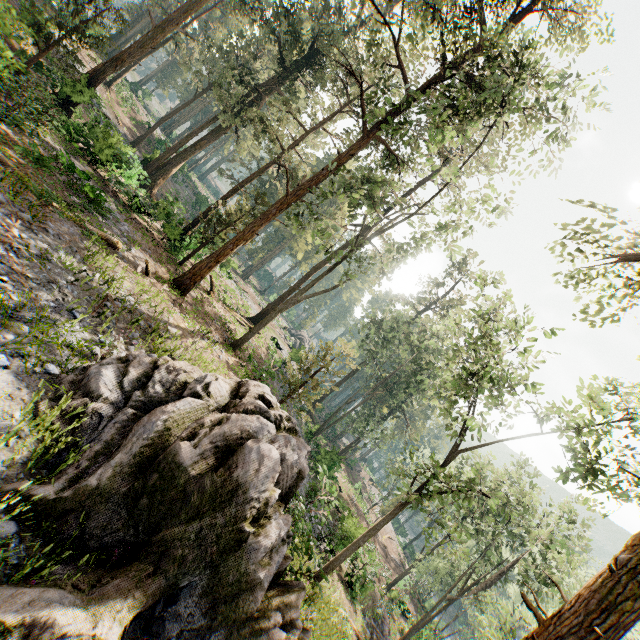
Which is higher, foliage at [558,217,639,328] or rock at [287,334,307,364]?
Answer: foliage at [558,217,639,328]

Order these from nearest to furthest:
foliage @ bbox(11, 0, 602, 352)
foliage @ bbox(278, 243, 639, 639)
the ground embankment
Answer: foliage @ bbox(278, 243, 639, 639) < foliage @ bbox(11, 0, 602, 352) < the ground embankment

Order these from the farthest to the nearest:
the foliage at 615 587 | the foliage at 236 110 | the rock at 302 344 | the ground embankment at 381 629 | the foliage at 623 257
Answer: the rock at 302 344, the ground embankment at 381 629, the foliage at 236 110, the foliage at 623 257, the foliage at 615 587

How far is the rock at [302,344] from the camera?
33.00m

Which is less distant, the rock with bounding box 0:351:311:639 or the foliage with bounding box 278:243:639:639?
the rock with bounding box 0:351:311:639

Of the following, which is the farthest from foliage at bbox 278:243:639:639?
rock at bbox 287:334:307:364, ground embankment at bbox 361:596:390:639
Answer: ground embankment at bbox 361:596:390:639

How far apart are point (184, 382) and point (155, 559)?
3.8 meters
